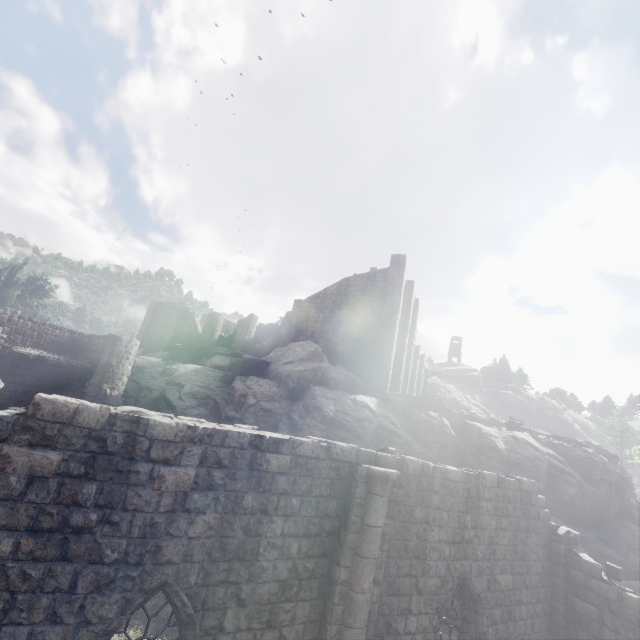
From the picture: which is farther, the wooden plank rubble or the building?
the wooden plank rubble

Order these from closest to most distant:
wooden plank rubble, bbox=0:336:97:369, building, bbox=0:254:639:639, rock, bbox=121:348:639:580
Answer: building, bbox=0:254:639:639 < wooden plank rubble, bbox=0:336:97:369 < rock, bbox=121:348:639:580

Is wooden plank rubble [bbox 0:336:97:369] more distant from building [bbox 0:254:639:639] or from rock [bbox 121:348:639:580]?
rock [bbox 121:348:639:580]

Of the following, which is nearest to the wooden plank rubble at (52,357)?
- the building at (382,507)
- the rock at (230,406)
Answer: the building at (382,507)

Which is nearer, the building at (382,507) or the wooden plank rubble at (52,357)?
the building at (382,507)

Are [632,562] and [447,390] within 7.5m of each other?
no
